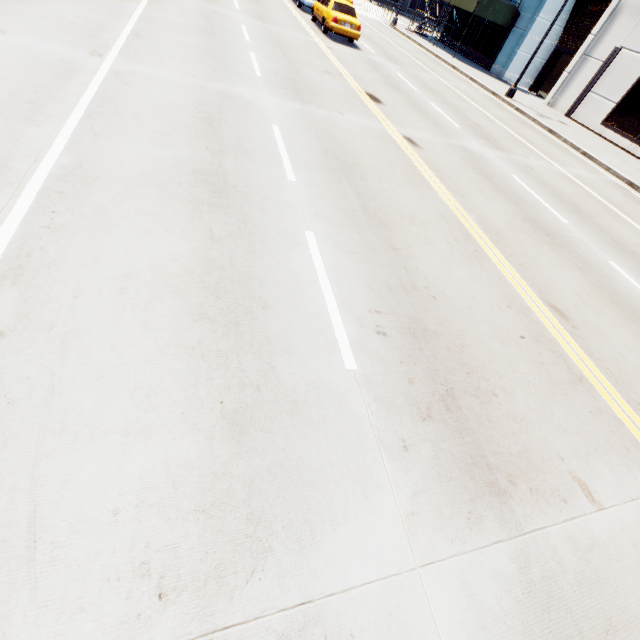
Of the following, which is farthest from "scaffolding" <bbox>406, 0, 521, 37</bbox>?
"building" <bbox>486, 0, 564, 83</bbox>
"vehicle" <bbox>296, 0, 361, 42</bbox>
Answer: "vehicle" <bbox>296, 0, 361, 42</bbox>

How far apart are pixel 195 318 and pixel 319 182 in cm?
407

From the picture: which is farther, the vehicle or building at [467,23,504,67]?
building at [467,23,504,67]

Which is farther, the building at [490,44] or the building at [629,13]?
the building at [490,44]

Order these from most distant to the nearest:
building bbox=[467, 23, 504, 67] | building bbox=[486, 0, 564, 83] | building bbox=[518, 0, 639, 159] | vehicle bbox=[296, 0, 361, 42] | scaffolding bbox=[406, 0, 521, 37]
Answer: building bbox=[467, 23, 504, 67] < scaffolding bbox=[406, 0, 521, 37] < building bbox=[486, 0, 564, 83] < building bbox=[518, 0, 639, 159] < vehicle bbox=[296, 0, 361, 42]

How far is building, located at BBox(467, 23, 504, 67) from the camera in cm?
2694

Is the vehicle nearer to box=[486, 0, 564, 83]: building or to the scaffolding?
the scaffolding
